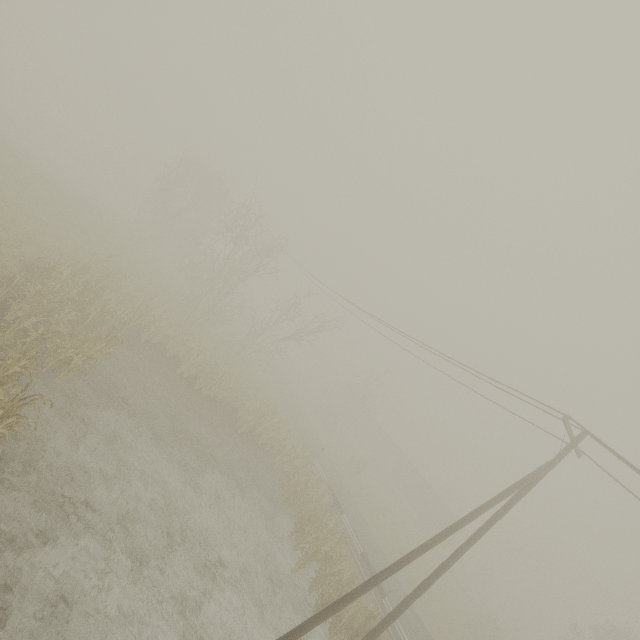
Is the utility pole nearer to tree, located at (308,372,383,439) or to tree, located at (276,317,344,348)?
tree, located at (276,317,344,348)

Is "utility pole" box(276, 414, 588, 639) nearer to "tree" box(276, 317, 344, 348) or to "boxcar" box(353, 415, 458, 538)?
"tree" box(276, 317, 344, 348)

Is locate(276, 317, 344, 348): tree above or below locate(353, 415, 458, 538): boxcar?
above

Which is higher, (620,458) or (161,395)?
(620,458)

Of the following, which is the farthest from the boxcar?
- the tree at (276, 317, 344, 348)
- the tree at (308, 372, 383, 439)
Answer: the tree at (276, 317, 344, 348)

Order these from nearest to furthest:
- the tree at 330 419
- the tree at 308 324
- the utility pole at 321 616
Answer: the utility pole at 321 616 → the tree at 308 324 → the tree at 330 419

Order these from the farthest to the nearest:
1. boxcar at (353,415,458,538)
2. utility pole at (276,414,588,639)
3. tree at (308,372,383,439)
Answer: boxcar at (353,415,458,538) < tree at (308,372,383,439) < utility pole at (276,414,588,639)

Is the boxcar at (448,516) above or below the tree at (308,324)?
below
